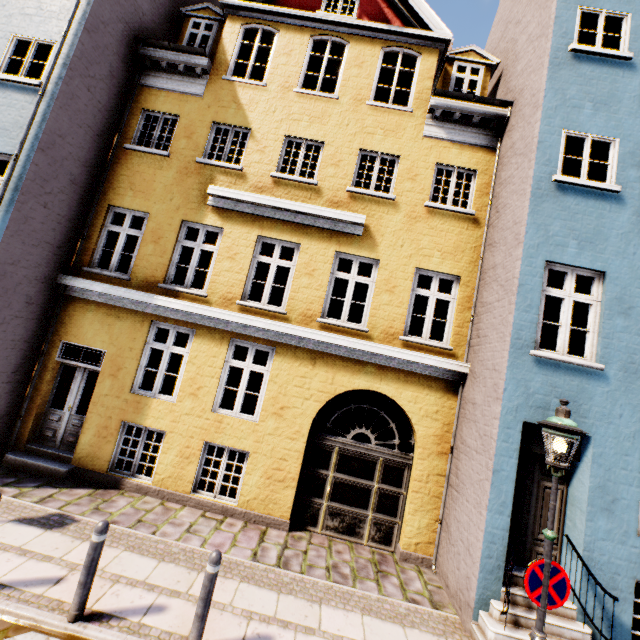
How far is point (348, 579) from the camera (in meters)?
5.85

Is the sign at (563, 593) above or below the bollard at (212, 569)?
above

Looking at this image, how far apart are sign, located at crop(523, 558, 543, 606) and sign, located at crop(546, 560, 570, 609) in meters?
0.1

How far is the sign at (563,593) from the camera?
3.8m

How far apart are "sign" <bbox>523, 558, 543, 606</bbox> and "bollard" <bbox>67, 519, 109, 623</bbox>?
5.2 meters

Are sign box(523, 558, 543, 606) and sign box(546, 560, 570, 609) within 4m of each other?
yes

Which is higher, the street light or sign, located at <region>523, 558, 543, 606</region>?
the street light

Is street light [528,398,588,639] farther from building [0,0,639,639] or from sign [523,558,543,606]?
building [0,0,639,639]
